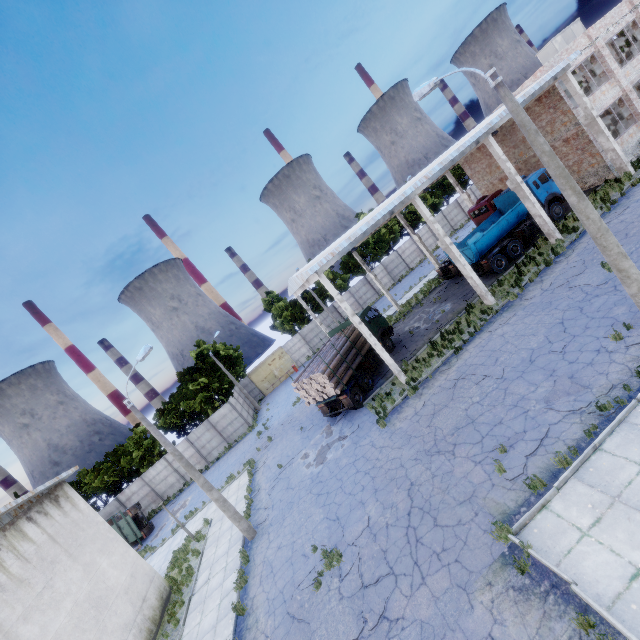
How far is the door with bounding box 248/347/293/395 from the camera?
42.3m

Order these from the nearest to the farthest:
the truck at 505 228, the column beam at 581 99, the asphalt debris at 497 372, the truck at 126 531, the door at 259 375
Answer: the asphalt debris at 497 372
the column beam at 581 99
the truck at 505 228
the truck at 126 531
the door at 259 375

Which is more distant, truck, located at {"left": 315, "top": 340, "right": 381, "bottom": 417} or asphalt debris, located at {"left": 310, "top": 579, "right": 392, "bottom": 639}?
truck, located at {"left": 315, "top": 340, "right": 381, "bottom": 417}

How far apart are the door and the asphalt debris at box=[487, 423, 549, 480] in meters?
34.2

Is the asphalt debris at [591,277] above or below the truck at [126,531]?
below

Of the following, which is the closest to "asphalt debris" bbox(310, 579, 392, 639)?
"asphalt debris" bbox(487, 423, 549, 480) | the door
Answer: "asphalt debris" bbox(487, 423, 549, 480)

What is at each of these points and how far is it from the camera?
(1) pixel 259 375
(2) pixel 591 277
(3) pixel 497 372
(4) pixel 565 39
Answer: (1) door, 42.3 meters
(2) asphalt debris, 14.1 meters
(3) asphalt debris, 13.1 meters
(4) fuse box, 26.4 meters

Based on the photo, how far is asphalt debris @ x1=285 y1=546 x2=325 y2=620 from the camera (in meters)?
9.94
